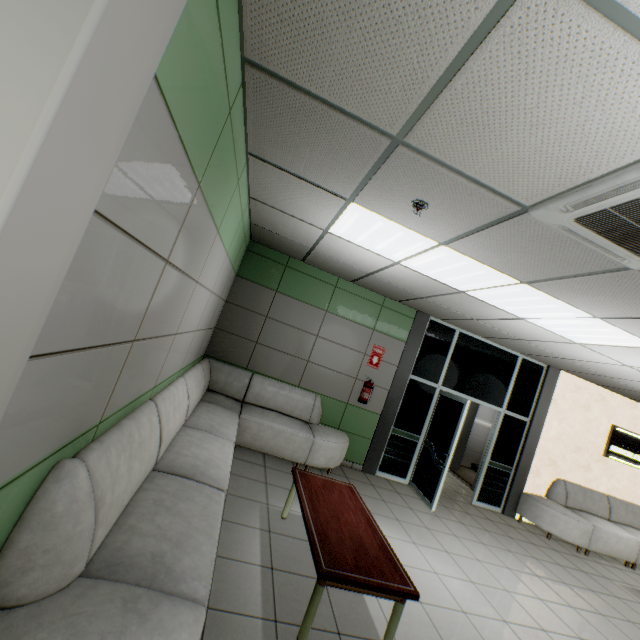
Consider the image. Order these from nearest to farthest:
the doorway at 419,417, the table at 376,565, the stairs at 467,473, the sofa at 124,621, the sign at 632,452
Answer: the sofa at 124,621, the table at 376,565, the doorway at 419,417, the sign at 632,452, the stairs at 467,473

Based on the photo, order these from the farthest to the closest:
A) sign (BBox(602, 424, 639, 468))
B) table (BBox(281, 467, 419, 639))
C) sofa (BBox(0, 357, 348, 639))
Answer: sign (BBox(602, 424, 639, 468)), table (BBox(281, 467, 419, 639)), sofa (BBox(0, 357, 348, 639))

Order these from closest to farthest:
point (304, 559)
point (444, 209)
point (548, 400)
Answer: point (444, 209) → point (304, 559) → point (548, 400)

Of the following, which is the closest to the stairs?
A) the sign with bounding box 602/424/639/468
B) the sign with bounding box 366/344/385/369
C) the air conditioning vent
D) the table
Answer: the sign with bounding box 602/424/639/468

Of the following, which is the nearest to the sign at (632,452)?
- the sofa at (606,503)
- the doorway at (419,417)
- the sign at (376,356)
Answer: the sofa at (606,503)

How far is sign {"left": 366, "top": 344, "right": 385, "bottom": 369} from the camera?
6.18m

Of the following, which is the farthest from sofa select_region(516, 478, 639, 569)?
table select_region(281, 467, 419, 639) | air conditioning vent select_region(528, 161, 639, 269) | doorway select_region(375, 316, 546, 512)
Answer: air conditioning vent select_region(528, 161, 639, 269)

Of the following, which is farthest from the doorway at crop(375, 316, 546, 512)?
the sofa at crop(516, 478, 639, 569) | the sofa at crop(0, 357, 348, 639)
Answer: the sofa at crop(0, 357, 348, 639)
